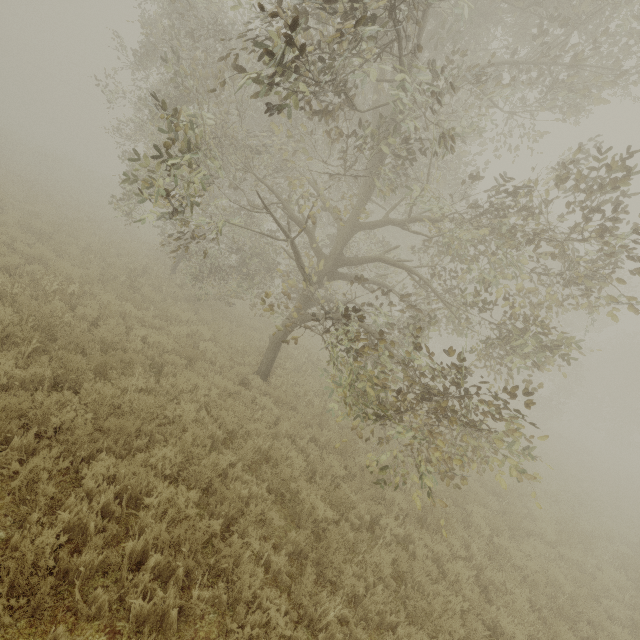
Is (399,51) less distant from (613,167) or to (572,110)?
(613,167)

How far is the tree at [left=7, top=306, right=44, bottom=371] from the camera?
5.5 meters

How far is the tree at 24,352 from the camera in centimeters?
547cm

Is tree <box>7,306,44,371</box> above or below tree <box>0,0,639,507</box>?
below

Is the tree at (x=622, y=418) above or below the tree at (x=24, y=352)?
above
